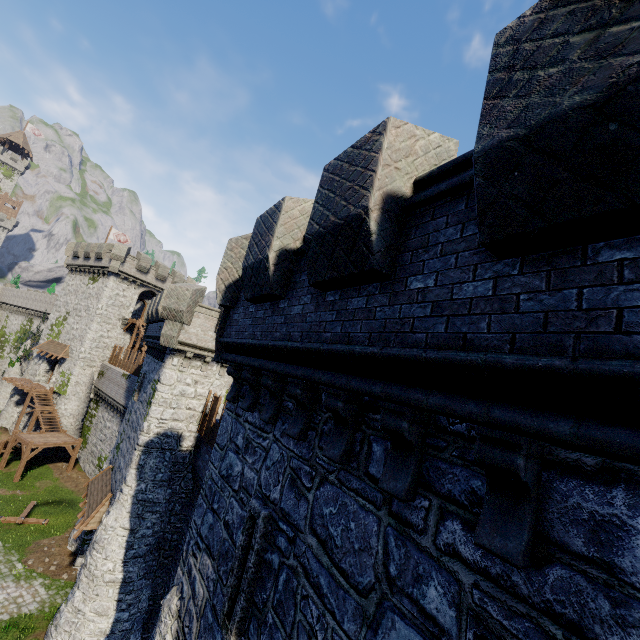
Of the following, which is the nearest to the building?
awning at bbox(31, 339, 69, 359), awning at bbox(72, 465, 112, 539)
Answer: awning at bbox(72, 465, 112, 539)

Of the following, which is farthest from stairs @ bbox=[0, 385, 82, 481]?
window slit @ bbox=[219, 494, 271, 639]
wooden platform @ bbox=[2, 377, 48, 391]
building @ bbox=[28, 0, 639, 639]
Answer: window slit @ bbox=[219, 494, 271, 639]

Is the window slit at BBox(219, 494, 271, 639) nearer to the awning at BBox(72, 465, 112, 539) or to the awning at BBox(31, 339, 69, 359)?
the awning at BBox(72, 465, 112, 539)

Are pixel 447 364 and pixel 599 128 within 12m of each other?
yes

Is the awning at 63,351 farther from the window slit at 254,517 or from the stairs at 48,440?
the window slit at 254,517

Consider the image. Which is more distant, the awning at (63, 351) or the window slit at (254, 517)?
the awning at (63, 351)

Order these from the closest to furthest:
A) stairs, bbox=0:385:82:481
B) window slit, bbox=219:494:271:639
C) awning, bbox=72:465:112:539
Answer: window slit, bbox=219:494:271:639 → awning, bbox=72:465:112:539 → stairs, bbox=0:385:82:481

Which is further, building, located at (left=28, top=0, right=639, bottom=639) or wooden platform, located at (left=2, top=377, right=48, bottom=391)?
wooden platform, located at (left=2, top=377, right=48, bottom=391)
